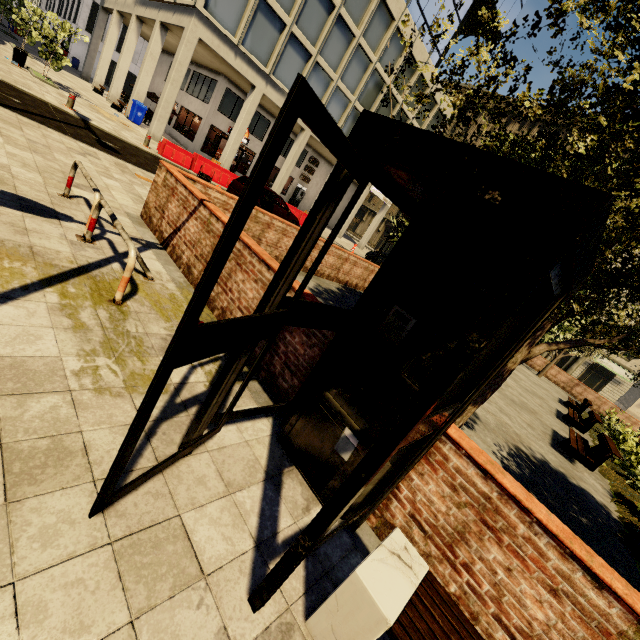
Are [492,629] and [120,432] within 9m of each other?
yes

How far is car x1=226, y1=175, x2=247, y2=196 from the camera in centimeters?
1432cm

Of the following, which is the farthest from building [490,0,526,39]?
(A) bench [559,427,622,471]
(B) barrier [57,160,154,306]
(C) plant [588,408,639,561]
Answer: (C) plant [588,408,639,561]

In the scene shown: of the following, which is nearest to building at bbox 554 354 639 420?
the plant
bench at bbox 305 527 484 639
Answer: bench at bbox 305 527 484 639

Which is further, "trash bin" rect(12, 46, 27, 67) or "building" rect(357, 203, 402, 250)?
"building" rect(357, 203, 402, 250)

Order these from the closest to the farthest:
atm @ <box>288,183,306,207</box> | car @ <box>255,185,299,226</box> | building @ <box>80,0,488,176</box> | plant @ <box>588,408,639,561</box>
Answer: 1. plant @ <box>588,408,639,561</box>
2. car @ <box>255,185,299,226</box>
3. building @ <box>80,0,488,176</box>
4. atm @ <box>288,183,306,207</box>

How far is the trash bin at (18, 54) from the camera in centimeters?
1512cm

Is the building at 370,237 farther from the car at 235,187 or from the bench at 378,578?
the bench at 378,578
